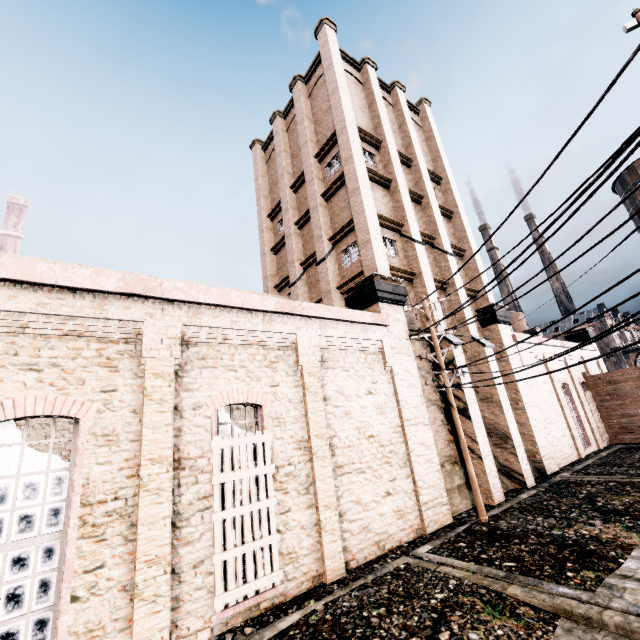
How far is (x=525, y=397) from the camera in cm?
1922

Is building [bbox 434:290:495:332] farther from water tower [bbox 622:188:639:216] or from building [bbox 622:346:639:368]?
building [bbox 622:346:639:368]

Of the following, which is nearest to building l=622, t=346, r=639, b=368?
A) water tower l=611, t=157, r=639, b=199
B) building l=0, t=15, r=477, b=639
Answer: building l=0, t=15, r=477, b=639

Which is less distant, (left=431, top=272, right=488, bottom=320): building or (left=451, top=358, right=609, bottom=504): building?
(left=451, top=358, right=609, bottom=504): building

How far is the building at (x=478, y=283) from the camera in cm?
1720
